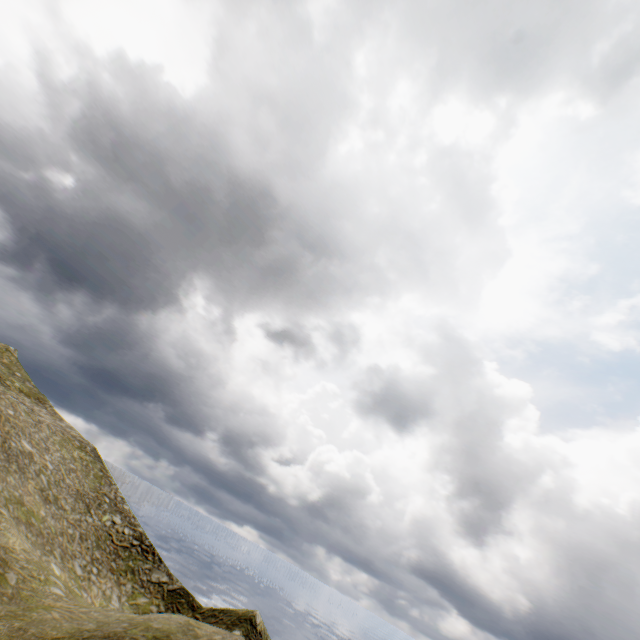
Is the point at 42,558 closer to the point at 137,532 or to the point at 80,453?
the point at 137,532
